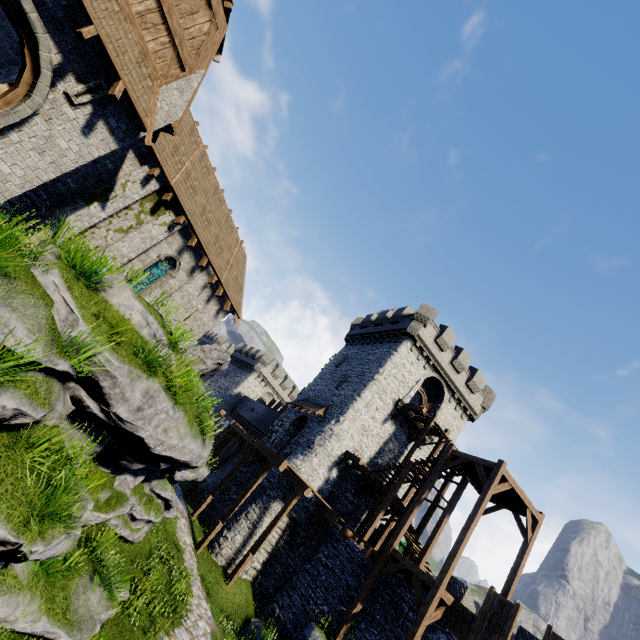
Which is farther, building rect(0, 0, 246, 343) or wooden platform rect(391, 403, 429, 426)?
wooden platform rect(391, 403, 429, 426)

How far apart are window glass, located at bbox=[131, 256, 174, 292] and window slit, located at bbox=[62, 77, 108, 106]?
7.7m

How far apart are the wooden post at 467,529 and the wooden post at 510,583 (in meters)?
3.59

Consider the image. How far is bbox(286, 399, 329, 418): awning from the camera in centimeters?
2481cm

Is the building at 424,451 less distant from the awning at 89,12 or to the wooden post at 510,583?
the wooden post at 510,583

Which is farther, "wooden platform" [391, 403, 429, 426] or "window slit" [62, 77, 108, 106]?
"wooden platform" [391, 403, 429, 426]

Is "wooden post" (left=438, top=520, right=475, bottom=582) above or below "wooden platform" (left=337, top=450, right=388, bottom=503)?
below

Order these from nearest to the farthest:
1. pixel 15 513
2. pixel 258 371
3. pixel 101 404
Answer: pixel 15 513
pixel 101 404
pixel 258 371
